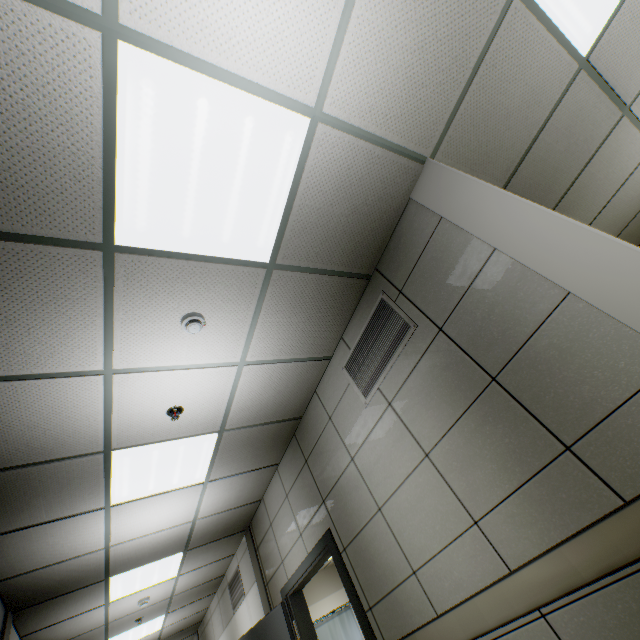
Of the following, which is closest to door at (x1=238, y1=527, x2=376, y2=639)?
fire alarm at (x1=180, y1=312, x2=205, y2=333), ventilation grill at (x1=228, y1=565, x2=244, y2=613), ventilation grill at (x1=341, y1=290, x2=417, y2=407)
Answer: ventilation grill at (x1=228, y1=565, x2=244, y2=613)

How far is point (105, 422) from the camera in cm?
264

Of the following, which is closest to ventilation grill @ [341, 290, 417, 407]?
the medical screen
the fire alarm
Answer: the fire alarm

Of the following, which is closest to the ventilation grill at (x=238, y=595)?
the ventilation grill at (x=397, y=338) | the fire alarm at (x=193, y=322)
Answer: the ventilation grill at (x=397, y=338)

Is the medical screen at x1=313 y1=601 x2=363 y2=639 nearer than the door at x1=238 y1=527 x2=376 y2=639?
No

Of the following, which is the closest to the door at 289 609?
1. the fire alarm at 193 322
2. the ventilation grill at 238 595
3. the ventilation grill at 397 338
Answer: the ventilation grill at 238 595

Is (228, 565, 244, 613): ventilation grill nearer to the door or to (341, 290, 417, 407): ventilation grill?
the door

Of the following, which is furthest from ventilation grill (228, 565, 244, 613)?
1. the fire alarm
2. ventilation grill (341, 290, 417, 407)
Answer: the fire alarm
